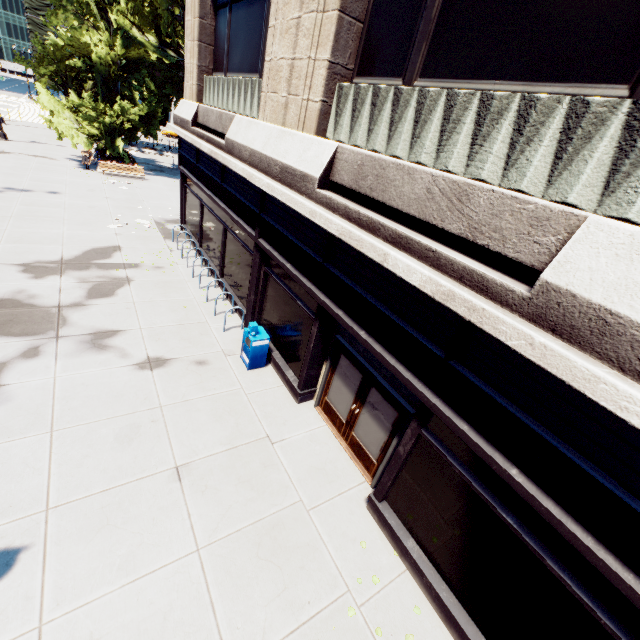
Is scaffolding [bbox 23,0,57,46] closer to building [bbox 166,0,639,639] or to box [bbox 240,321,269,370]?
building [bbox 166,0,639,639]

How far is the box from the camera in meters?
8.9 m

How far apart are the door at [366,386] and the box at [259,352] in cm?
187

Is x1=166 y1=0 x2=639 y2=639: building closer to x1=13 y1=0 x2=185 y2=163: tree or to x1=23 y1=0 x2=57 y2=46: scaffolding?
x1=13 y1=0 x2=185 y2=163: tree

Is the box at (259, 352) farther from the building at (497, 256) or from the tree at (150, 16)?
the tree at (150, 16)

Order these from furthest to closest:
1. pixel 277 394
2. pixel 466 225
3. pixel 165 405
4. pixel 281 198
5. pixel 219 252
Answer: pixel 219 252 → pixel 277 394 → pixel 165 405 → pixel 281 198 → pixel 466 225

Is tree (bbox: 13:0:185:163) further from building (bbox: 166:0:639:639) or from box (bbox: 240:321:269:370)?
box (bbox: 240:321:269:370)

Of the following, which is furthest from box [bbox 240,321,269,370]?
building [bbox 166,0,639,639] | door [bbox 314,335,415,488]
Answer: door [bbox 314,335,415,488]
